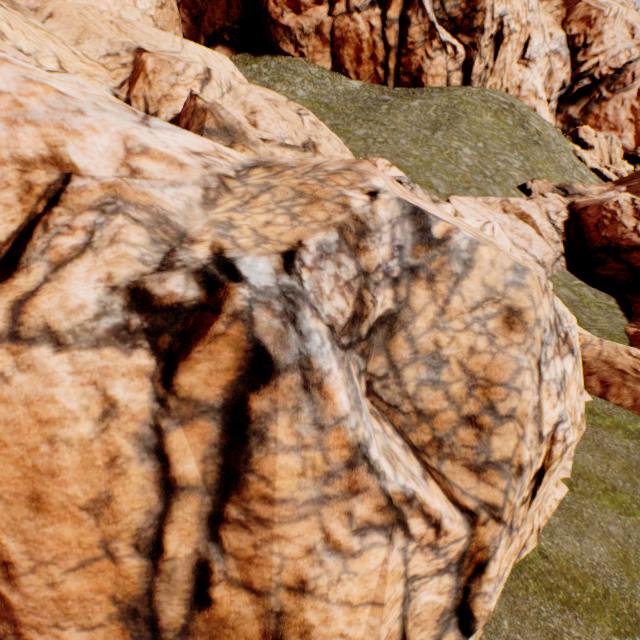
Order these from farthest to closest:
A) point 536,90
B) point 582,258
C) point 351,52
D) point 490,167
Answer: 1. point 536,90
2. point 351,52
3. point 490,167
4. point 582,258
